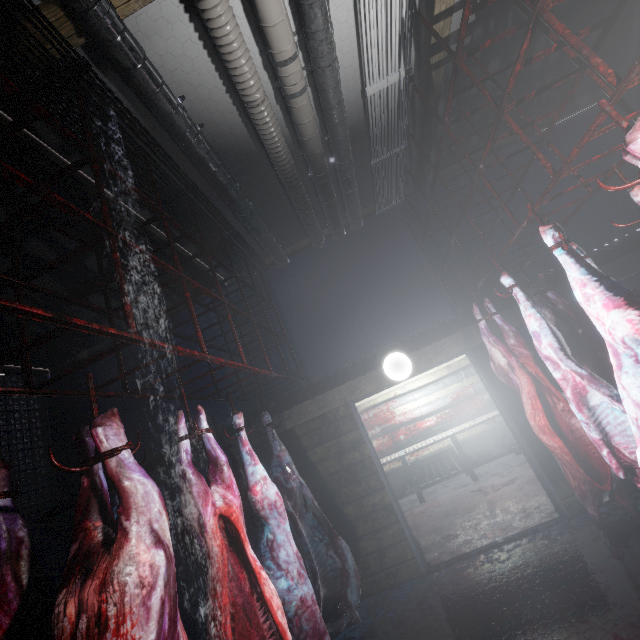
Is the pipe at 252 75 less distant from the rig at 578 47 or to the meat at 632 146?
the rig at 578 47

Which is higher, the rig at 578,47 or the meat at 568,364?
the rig at 578,47

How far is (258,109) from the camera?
2.48m

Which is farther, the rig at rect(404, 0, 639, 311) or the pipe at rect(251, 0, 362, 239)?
the pipe at rect(251, 0, 362, 239)

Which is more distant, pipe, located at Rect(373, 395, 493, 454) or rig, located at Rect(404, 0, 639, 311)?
pipe, located at Rect(373, 395, 493, 454)

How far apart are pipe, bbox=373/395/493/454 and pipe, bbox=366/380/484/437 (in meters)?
0.11

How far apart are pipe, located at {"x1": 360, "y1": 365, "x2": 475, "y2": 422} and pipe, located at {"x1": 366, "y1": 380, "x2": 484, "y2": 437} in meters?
0.1 m

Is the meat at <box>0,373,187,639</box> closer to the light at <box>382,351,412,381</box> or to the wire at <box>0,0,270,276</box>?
the wire at <box>0,0,270,276</box>
